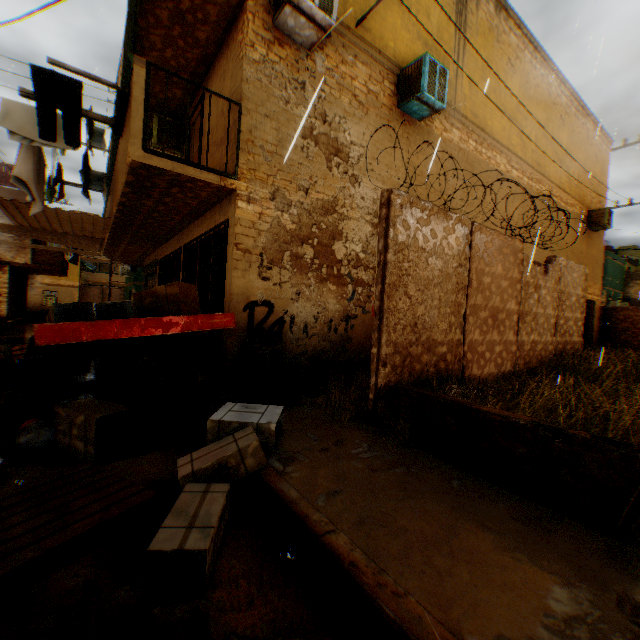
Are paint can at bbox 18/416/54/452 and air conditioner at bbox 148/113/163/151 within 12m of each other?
yes

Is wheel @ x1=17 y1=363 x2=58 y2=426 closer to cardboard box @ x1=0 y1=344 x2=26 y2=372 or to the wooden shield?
cardboard box @ x1=0 y1=344 x2=26 y2=372

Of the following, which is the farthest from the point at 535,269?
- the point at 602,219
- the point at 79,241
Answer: the point at 79,241

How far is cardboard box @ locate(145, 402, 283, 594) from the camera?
1.9 meters

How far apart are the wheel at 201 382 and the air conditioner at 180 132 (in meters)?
5.49

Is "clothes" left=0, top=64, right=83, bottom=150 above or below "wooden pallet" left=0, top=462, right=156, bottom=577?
above

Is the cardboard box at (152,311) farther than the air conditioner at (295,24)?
No

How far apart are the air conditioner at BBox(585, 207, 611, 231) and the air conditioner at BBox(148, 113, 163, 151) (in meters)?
16.82
